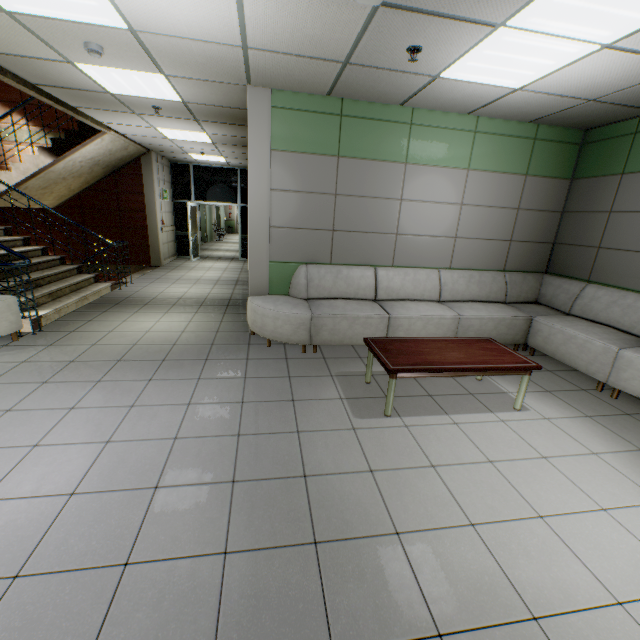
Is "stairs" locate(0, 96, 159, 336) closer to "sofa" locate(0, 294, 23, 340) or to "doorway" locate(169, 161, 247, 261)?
"sofa" locate(0, 294, 23, 340)

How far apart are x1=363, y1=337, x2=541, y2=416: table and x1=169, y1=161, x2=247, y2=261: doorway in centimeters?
934cm

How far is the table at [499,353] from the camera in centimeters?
298cm

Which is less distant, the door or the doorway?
the doorway

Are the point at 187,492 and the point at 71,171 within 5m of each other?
no

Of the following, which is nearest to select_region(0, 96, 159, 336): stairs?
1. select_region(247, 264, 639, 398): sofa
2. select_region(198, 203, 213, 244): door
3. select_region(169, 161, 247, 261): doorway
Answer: select_region(169, 161, 247, 261): doorway

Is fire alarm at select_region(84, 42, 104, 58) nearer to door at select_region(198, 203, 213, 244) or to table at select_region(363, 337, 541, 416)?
table at select_region(363, 337, 541, 416)

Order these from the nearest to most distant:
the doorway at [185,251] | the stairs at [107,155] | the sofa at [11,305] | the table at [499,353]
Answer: the table at [499,353]
the sofa at [11,305]
the stairs at [107,155]
the doorway at [185,251]
